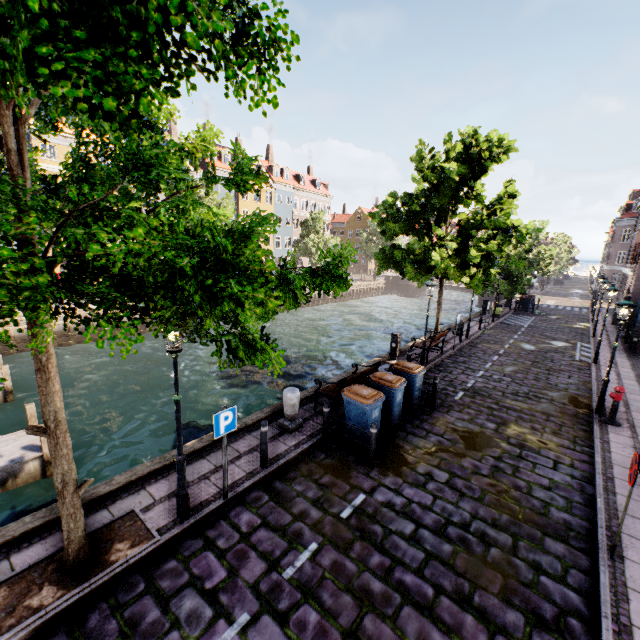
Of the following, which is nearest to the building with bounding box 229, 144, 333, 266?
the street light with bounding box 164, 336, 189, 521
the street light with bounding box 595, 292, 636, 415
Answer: the street light with bounding box 164, 336, 189, 521

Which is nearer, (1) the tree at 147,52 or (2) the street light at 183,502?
(1) the tree at 147,52

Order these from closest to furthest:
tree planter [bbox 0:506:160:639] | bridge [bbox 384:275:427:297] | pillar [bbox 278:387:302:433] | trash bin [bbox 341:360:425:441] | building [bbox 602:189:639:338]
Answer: tree planter [bbox 0:506:160:639] → trash bin [bbox 341:360:425:441] → pillar [bbox 278:387:302:433] → building [bbox 602:189:639:338] → bridge [bbox 384:275:427:297]

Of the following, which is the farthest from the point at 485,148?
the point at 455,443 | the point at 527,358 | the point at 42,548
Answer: the point at 42,548

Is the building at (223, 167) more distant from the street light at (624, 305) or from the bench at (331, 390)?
the street light at (624, 305)

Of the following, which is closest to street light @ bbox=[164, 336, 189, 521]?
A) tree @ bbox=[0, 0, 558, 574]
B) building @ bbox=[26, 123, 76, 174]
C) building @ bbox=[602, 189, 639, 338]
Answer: tree @ bbox=[0, 0, 558, 574]

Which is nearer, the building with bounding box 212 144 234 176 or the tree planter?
the tree planter

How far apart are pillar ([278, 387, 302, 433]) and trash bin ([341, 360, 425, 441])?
2.0 meters
